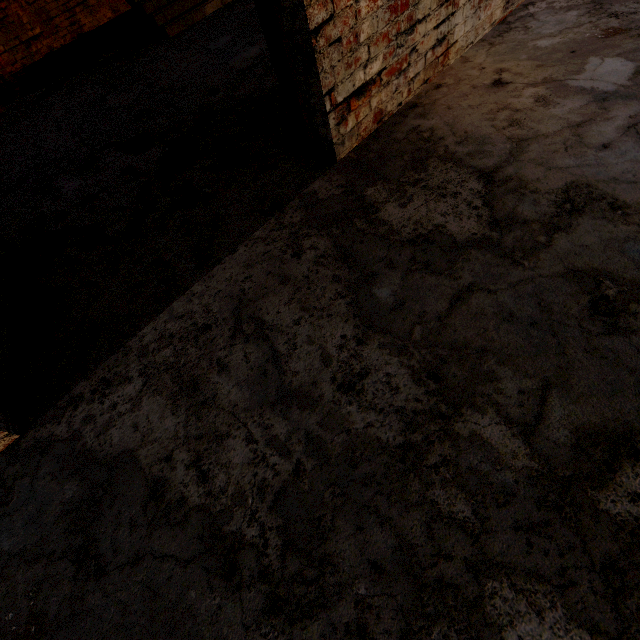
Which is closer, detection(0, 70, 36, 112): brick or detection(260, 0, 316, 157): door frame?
detection(260, 0, 316, 157): door frame

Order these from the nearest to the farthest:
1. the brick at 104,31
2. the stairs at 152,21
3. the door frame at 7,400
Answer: the door frame at 7,400 < the stairs at 152,21 < the brick at 104,31

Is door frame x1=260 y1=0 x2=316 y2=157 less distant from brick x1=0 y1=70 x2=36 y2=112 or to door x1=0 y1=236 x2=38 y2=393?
door x1=0 y1=236 x2=38 y2=393

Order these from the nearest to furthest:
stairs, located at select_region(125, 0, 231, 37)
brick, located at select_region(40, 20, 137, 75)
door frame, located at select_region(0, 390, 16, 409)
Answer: door frame, located at select_region(0, 390, 16, 409)
stairs, located at select_region(125, 0, 231, 37)
brick, located at select_region(40, 20, 137, 75)

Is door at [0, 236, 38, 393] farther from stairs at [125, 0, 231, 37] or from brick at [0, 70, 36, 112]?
brick at [0, 70, 36, 112]

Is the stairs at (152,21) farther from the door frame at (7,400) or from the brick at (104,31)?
the door frame at (7,400)

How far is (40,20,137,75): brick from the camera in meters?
5.7

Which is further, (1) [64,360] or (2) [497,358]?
(1) [64,360]
